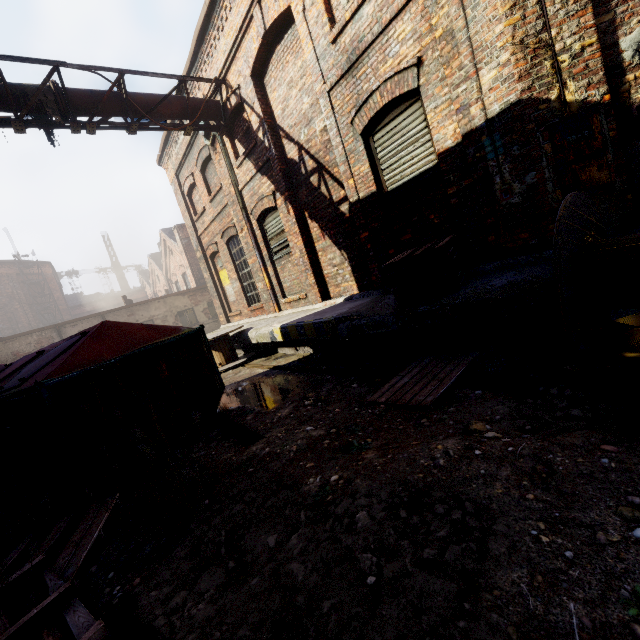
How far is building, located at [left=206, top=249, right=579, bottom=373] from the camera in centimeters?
335cm

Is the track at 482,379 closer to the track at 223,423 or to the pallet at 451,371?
the pallet at 451,371

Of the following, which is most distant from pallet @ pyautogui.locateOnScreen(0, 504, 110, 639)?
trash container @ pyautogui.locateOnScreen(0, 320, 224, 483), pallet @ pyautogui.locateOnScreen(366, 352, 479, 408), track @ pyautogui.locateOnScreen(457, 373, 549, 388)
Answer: track @ pyautogui.locateOnScreen(457, 373, 549, 388)

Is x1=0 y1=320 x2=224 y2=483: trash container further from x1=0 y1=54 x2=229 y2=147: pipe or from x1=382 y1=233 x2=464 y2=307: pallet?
x1=0 y1=54 x2=229 y2=147: pipe

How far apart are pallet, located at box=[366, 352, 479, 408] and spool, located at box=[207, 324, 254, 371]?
5.50m

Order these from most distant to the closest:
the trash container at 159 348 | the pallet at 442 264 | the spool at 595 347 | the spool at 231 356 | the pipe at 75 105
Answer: the spool at 231 356 < the pipe at 75 105 < the pallet at 442 264 < the trash container at 159 348 < the spool at 595 347

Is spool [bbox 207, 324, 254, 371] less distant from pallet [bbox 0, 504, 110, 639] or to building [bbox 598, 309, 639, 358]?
building [bbox 598, 309, 639, 358]

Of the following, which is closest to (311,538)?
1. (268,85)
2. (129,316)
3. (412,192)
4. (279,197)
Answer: (412,192)
